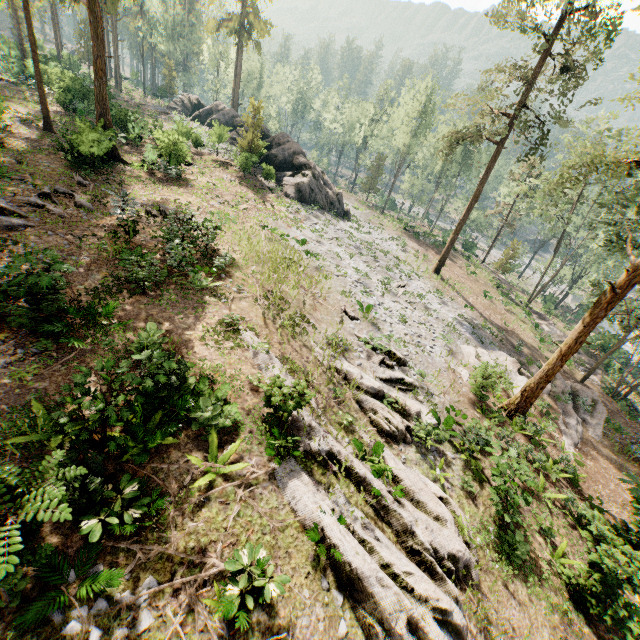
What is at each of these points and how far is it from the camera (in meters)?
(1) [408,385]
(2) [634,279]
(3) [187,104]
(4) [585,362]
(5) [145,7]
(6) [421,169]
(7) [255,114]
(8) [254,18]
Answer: (1) foliage, 15.40
(2) foliage, 13.05
(3) rock, 48.28
(4) ground embankment, 31.48
(5) foliage, 48.31
(6) foliage, 58.97
(7) foliage, 29.48
(8) foliage, 47.19

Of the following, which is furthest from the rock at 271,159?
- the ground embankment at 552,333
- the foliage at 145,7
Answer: the ground embankment at 552,333

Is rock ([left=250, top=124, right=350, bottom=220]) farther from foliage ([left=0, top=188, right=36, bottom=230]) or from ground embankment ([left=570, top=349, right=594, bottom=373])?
ground embankment ([left=570, top=349, right=594, bottom=373])

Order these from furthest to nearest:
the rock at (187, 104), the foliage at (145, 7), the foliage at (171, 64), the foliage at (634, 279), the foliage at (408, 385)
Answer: the foliage at (171, 64) → the rock at (187, 104) → the foliage at (145, 7) → the foliage at (634, 279) → the foliage at (408, 385)

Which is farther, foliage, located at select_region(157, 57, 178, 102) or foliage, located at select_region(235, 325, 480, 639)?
foliage, located at select_region(157, 57, 178, 102)

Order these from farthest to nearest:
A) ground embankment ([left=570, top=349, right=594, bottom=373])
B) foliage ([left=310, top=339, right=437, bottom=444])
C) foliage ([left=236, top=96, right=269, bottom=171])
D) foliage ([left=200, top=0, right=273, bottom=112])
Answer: foliage ([left=200, top=0, right=273, bottom=112]) < ground embankment ([left=570, top=349, right=594, bottom=373]) < foliage ([left=236, top=96, right=269, bottom=171]) < foliage ([left=310, top=339, right=437, bottom=444])
